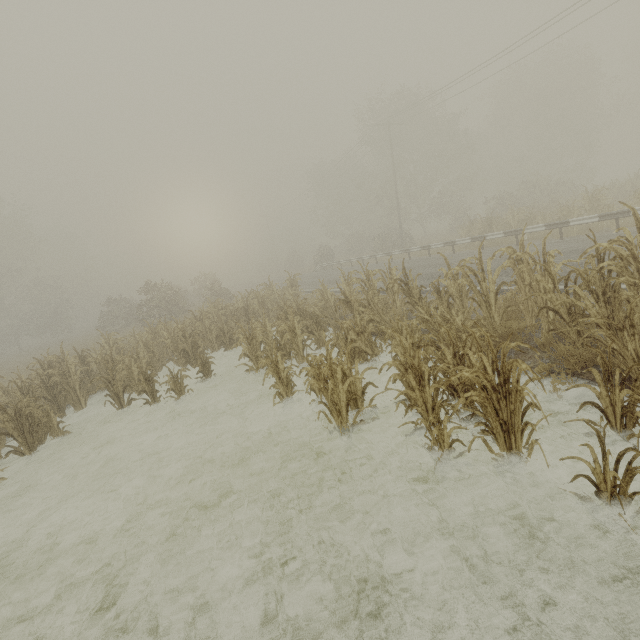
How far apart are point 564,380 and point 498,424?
2.1 meters
